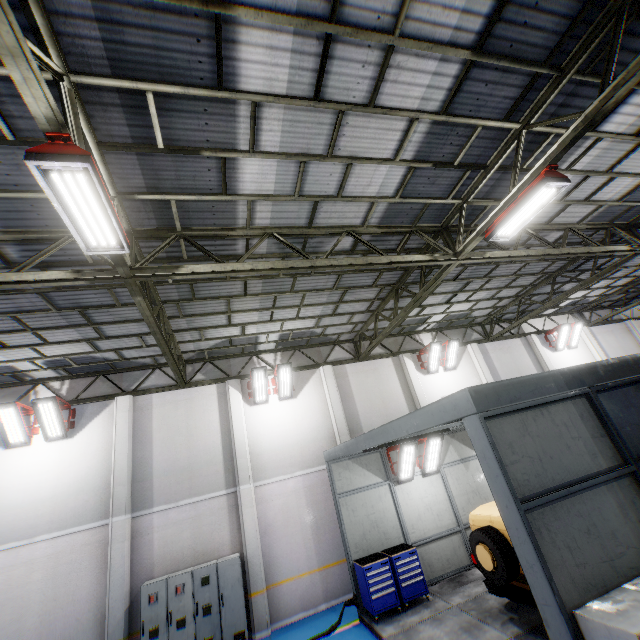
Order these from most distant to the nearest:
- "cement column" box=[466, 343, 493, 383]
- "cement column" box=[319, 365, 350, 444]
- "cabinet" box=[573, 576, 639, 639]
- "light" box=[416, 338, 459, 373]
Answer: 1. "cement column" box=[466, 343, 493, 383]
2. "light" box=[416, 338, 459, 373]
3. "cement column" box=[319, 365, 350, 444]
4. "cabinet" box=[573, 576, 639, 639]

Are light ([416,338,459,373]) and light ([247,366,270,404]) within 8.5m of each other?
yes

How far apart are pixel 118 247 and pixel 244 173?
2.6 meters

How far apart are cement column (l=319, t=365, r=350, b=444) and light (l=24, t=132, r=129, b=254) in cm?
998

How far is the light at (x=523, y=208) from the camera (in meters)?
5.84

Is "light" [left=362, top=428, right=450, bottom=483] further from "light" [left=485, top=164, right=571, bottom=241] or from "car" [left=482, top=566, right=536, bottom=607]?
"light" [left=485, top=164, right=571, bottom=241]

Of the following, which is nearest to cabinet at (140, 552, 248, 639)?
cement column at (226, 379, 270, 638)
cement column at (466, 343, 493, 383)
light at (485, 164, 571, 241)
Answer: cement column at (226, 379, 270, 638)

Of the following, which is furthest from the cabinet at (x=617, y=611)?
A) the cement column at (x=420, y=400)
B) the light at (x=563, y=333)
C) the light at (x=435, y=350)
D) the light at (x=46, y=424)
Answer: the light at (x=563, y=333)
